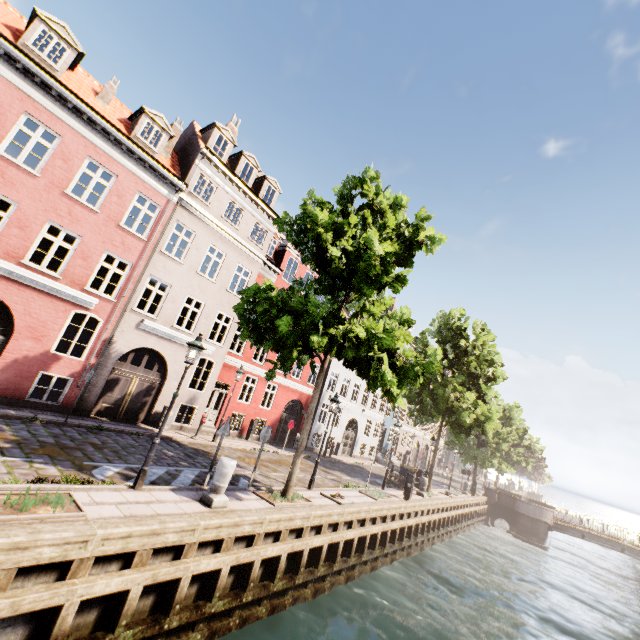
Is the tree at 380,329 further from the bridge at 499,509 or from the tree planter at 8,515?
the tree planter at 8,515

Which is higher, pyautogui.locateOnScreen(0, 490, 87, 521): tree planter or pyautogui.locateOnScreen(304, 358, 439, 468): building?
pyautogui.locateOnScreen(304, 358, 439, 468): building

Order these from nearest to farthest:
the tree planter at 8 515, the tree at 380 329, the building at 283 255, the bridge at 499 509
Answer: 1. the tree planter at 8 515
2. the tree at 380 329
3. the building at 283 255
4. the bridge at 499 509

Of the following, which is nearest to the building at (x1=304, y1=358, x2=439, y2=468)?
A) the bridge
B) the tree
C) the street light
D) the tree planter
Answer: the tree

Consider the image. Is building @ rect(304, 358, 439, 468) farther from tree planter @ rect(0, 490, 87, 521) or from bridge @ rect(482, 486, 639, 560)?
tree planter @ rect(0, 490, 87, 521)

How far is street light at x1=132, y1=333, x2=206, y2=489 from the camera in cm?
751

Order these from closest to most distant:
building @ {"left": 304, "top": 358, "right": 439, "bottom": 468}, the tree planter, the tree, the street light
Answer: the tree planter → the street light → the tree → building @ {"left": 304, "top": 358, "right": 439, "bottom": 468}

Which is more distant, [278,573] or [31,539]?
[278,573]
